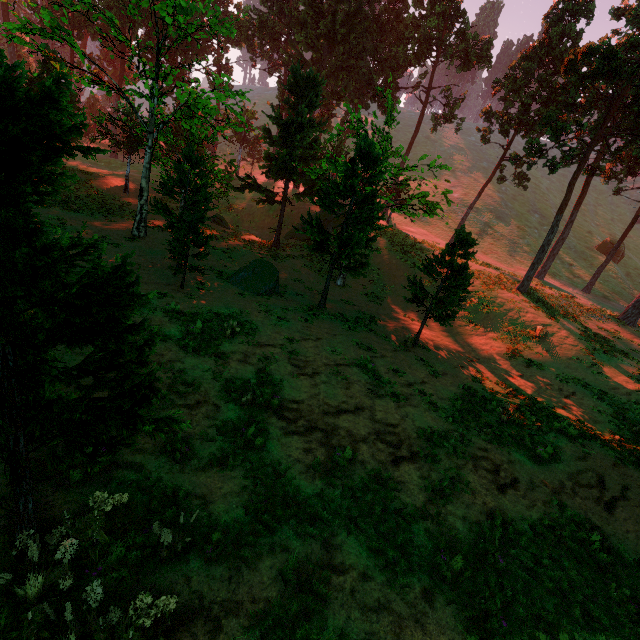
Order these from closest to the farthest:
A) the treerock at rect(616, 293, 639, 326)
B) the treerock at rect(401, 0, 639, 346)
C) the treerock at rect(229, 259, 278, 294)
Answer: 1. the treerock at rect(401, 0, 639, 346)
2. the treerock at rect(229, 259, 278, 294)
3. the treerock at rect(616, 293, 639, 326)

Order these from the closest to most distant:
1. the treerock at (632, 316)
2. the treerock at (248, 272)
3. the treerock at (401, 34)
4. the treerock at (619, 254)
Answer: the treerock at (401, 34) → the treerock at (248, 272) → the treerock at (632, 316) → the treerock at (619, 254)

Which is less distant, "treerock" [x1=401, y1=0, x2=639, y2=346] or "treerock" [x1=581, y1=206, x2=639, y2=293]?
"treerock" [x1=401, y1=0, x2=639, y2=346]

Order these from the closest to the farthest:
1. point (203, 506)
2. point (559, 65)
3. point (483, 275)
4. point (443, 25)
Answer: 1. point (203, 506)
2. point (483, 275)
3. point (559, 65)
4. point (443, 25)

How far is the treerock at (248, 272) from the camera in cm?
1772
